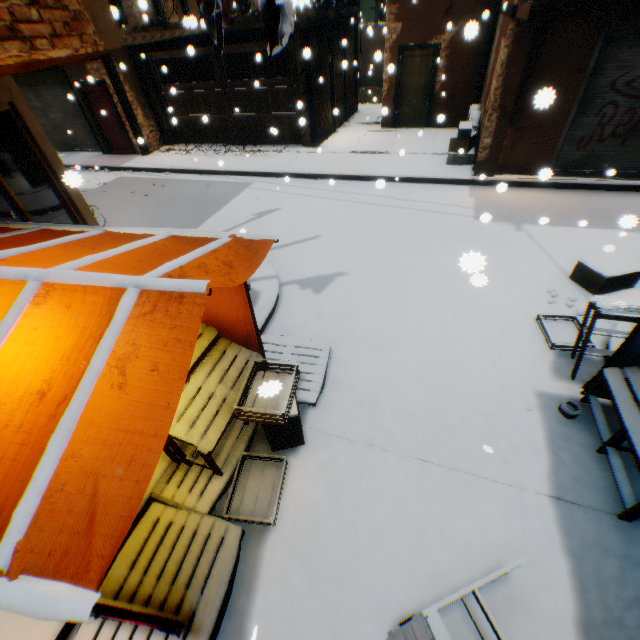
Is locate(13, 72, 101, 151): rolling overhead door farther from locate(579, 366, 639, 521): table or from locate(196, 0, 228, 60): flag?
locate(579, 366, 639, 521): table

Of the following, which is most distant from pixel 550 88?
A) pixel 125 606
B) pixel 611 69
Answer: pixel 611 69

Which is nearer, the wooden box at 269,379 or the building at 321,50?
the wooden box at 269,379

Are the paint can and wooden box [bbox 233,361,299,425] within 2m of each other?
no

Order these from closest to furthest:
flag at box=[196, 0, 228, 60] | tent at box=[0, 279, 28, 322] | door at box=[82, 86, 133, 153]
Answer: tent at box=[0, 279, 28, 322] < flag at box=[196, 0, 228, 60] < door at box=[82, 86, 133, 153]

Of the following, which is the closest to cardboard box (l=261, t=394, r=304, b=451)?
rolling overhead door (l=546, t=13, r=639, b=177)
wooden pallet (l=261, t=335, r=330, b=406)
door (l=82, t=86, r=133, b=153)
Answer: wooden pallet (l=261, t=335, r=330, b=406)

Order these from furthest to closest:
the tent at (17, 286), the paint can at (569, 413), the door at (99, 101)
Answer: the door at (99, 101) → the paint can at (569, 413) → the tent at (17, 286)

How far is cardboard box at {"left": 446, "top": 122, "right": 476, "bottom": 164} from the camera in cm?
886
